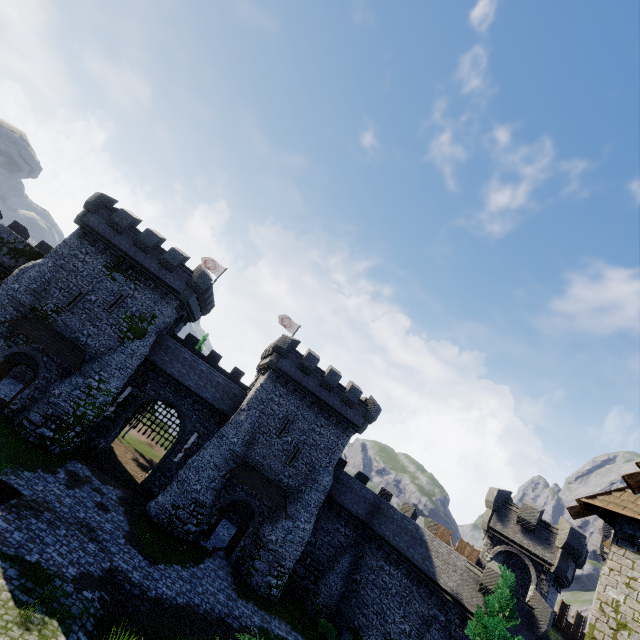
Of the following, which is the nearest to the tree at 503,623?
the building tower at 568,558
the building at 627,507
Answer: the building tower at 568,558

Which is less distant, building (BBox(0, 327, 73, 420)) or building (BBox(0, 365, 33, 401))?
building (BBox(0, 327, 73, 420))

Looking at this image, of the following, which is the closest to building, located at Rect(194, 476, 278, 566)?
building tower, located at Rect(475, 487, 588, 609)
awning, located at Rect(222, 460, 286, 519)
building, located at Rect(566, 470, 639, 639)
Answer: awning, located at Rect(222, 460, 286, 519)

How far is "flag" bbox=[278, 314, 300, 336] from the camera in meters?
38.6 m

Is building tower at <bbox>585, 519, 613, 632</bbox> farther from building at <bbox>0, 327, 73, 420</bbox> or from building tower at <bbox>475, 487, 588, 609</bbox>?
building at <bbox>0, 327, 73, 420</bbox>

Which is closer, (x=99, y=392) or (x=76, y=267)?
→ (x=99, y=392)

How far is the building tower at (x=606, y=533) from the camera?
34.72m

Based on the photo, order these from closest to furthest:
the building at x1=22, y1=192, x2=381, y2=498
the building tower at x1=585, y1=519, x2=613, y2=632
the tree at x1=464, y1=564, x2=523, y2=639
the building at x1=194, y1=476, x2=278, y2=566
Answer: the tree at x1=464, y1=564, x2=523, y2=639, the building at x1=194, y1=476, x2=278, y2=566, the building at x1=22, y1=192, x2=381, y2=498, the building tower at x1=585, y1=519, x2=613, y2=632
